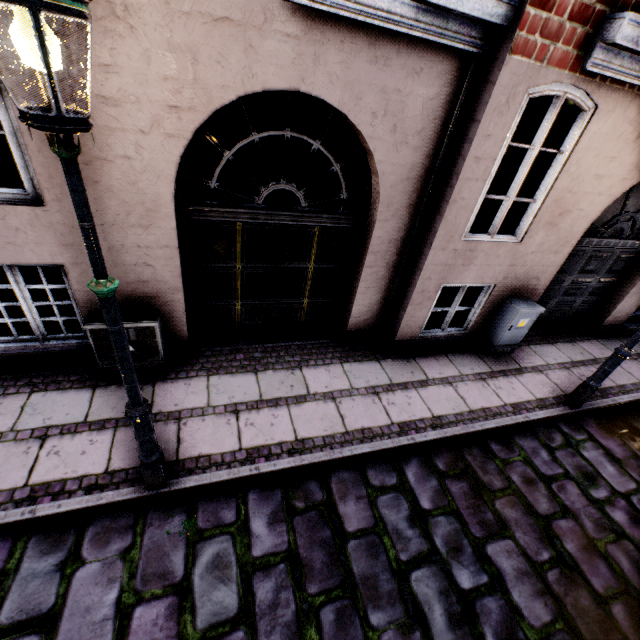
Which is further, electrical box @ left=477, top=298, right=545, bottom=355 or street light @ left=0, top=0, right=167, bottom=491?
electrical box @ left=477, top=298, right=545, bottom=355

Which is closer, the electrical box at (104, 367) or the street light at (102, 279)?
the street light at (102, 279)

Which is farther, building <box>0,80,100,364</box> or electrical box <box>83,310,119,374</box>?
electrical box <box>83,310,119,374</box>

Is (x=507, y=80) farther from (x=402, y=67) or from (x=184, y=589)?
(x=184, y=589)

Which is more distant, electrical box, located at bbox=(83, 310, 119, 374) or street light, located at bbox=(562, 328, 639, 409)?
street light, located at bbox=(562, 328, 639, 409)

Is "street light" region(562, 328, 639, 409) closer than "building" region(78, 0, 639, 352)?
No

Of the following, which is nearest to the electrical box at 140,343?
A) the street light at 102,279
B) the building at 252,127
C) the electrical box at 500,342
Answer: the building at 252,127

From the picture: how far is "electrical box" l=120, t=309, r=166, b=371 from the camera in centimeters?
390cm
